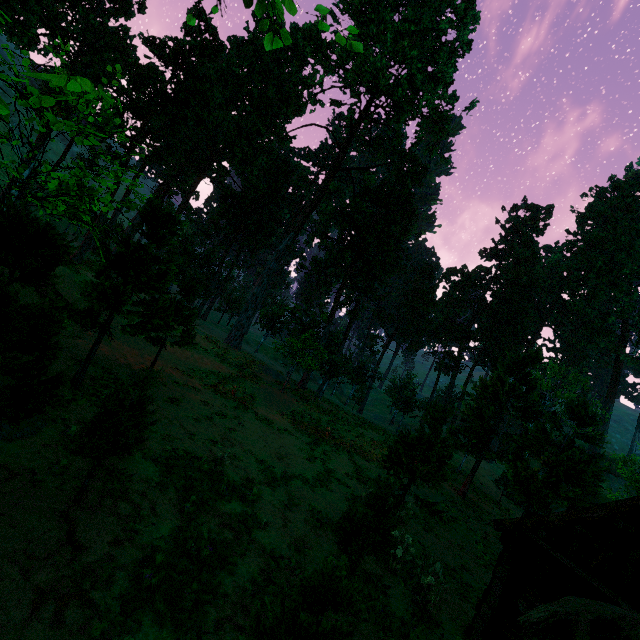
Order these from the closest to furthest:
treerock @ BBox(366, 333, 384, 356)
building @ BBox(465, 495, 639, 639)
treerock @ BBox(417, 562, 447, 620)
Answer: building @ BBox(465, 495, 639, 639), treerock @ BBox(417, 562, 447, 620), treerock @ BBox(366, 333, 384, 356)

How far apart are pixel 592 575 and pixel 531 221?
47.8m

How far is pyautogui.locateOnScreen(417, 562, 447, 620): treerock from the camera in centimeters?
976cm

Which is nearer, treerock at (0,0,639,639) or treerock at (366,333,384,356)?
treerock at (0,0,639,639)

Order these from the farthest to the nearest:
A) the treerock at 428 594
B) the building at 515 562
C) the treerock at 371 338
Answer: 1. the treerock at 371 338
2. the treerock at 428 594
3. the building at 515 562

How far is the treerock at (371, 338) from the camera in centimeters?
4725cm
